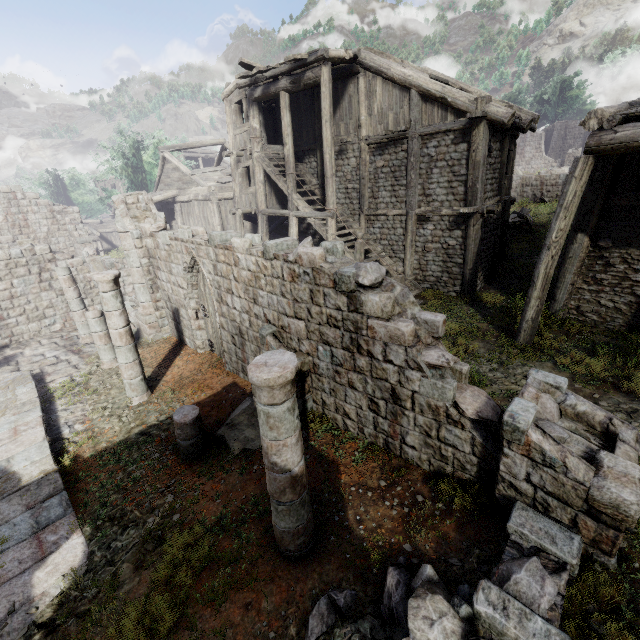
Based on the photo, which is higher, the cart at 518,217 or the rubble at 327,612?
the cart at 518,217

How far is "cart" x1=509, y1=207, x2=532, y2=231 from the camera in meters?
19.0 m

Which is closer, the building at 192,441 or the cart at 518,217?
the building at 192,441

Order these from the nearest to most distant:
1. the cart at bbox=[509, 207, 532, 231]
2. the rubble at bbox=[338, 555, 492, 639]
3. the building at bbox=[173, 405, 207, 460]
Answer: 1. the rubble at bbox=[338, 555, 492, 639]
2. the building at bbox=[173, 405, 207, 460]
3. the cart at bbox=[509, 207, 532, 231]

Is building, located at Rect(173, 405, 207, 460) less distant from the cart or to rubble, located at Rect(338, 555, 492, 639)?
rubble, located at Rect(338, 555, 492, 639)

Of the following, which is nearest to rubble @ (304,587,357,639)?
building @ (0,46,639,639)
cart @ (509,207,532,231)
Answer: building @ (0,46,639,639)

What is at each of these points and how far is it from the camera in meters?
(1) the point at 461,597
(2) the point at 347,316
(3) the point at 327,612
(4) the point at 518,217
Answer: (1) rubble, 3.7 m
(2) building, 6.0 m
(3) rubble, 3.9 m
(4) cart, 19.9 m
